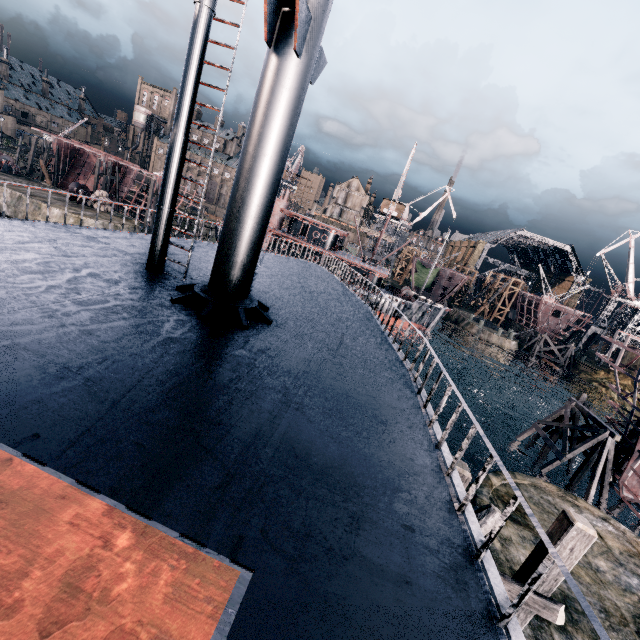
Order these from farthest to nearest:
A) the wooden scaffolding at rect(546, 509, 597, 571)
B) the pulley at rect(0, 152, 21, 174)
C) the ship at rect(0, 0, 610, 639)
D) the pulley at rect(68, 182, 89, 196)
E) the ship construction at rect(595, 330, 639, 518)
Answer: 1. the pulley at rect(0, 152, 21, 174)
2. the pulley at rect(68, 182, 89, 196)
3. the ship construction at rect(595, 330, 639, 518)
4. the wooden scaffolding at rect(546, 509, 597, 571)
5. the ship at rect(0, 0, 610, 639)

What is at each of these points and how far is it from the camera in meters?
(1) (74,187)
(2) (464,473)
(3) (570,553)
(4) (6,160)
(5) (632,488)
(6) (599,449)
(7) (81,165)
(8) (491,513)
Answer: (1) pulley, 44.2 m
(2) wooden scaffolding, 7.1 m
(3) wooden scaffolding, 6.9 m
(4) pulley, 46.8 m
(5) ship construction, 23.9 m
(6) wooden support structure, 24.1 m
(7) ship construction, 57.9 m
(8) wooden scaffolding, 6.8 m

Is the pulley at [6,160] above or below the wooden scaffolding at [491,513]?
below

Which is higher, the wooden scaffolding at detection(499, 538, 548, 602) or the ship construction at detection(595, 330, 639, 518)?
the wooden scaffolding at detection(499, 538, 548, 602)

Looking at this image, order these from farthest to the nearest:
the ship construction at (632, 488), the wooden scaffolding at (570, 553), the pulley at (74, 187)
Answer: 1. the pulley at (74, 187)
2. the ship construction at (632, 488)
3. the wooden scaffolding at (570, 553)

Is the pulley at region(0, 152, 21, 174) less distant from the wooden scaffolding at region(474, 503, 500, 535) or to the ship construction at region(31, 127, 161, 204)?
the ship construction at region(31, 127, 161, 204)

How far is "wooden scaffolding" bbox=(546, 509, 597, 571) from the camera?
6.7 meters
